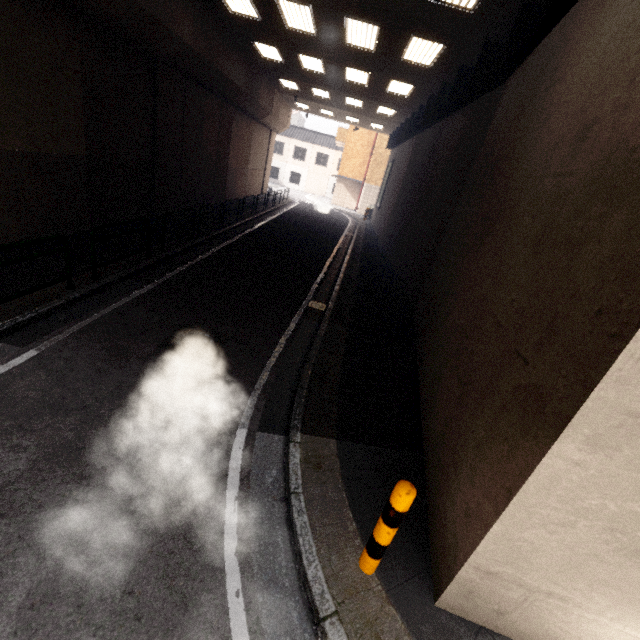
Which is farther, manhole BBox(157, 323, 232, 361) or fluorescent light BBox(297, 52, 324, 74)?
fluorescent light BBox(297, 52, 324, 74)

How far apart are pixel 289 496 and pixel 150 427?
1.9m

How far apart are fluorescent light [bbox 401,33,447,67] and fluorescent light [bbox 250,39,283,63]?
5.3 meters

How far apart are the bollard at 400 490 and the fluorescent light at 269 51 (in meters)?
15.78

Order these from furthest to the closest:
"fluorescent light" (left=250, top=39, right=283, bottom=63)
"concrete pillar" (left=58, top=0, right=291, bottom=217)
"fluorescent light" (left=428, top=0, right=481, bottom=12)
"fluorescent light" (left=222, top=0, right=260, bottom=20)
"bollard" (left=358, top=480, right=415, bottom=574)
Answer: "fluorescent light" (left=250, top=39, right=283, bottom=63)
"fluorescent light" (left=222, top=0, right=260, bottom=20)
"concrete pillar" (left=58, top=0, right=291, bottom=217)
"fluorescent light" (left=428, top=0, right=481, bottom=12)
"bollard" (left=358, top=480, right=415, bottom=574)

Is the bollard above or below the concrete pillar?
below

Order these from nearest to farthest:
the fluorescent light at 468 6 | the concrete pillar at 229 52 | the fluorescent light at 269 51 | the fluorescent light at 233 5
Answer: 1. the fluorescent light at 468 6
2. the concrete pillar at 229 52
3. the fluorescent light at 233 5
4. the fluorescent light at 269 51

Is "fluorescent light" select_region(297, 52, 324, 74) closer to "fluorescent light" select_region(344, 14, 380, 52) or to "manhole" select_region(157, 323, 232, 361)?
"fluorescent light" select_region(344, 14, 380, 52)
